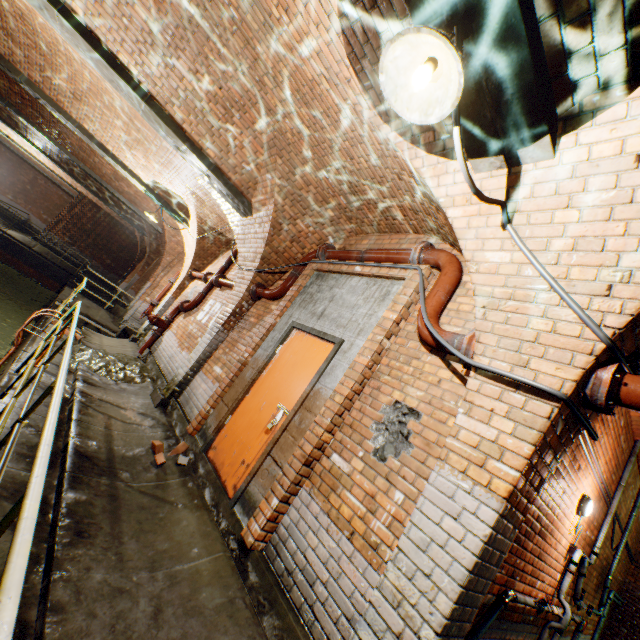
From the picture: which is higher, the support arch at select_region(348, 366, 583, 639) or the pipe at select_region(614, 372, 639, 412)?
the pipe at select_region(614, 372, 639, 412)

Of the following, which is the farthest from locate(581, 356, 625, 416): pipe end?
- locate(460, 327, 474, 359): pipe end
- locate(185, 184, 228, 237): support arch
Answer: locate(185, 184, 228, 237): support arch

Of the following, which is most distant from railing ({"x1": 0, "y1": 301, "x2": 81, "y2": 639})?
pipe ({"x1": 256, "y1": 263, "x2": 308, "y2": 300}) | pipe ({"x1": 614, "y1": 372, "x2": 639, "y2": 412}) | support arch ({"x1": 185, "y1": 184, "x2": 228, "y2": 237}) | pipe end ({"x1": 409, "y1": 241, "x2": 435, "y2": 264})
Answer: support arch ({"x1": 185, "y1": 184, "x2": 228, "y2": 237})

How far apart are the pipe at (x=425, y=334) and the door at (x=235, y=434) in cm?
104

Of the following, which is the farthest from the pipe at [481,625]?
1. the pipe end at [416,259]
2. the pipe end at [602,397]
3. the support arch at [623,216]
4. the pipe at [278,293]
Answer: the pipe at [278,293]

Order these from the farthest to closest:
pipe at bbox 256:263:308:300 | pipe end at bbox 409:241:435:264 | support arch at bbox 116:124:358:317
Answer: pipe at bbox 256:263:308:300
support arch at bbox 116:124:358:317
pipe end at bbox 409:241:435:264

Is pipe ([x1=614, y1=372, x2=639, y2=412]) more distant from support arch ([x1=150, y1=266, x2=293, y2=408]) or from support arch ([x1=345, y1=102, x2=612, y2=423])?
support arch ([x1=150, y1=266, x2=293, y2=408])

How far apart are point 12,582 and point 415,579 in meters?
2.1 m
